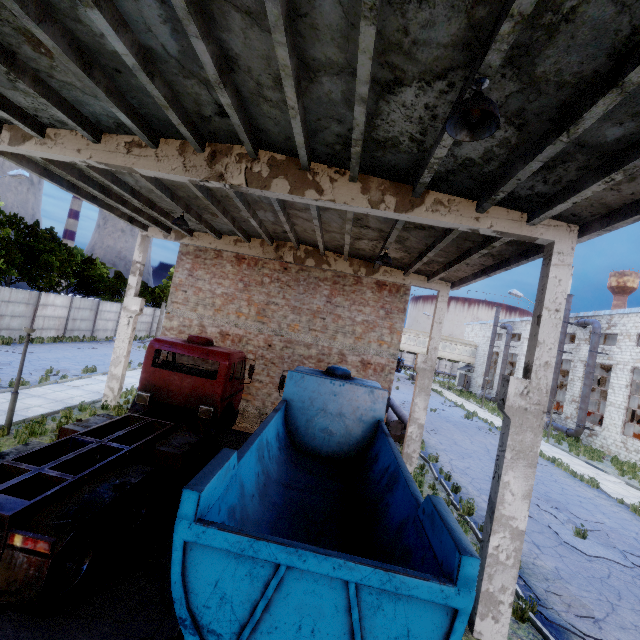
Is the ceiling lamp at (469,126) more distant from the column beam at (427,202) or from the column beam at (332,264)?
the column beam at (332,264)

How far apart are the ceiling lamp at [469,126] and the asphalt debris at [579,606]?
9.2m

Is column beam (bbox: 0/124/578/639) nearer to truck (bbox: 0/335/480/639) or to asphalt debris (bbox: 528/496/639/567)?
truck (bbox: 0/335/480/639)

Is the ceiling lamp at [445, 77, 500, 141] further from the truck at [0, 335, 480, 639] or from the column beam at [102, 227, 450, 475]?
the column beam at [102, 227, 450, 475]

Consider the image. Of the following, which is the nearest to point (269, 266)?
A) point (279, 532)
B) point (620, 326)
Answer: point (279, 532)

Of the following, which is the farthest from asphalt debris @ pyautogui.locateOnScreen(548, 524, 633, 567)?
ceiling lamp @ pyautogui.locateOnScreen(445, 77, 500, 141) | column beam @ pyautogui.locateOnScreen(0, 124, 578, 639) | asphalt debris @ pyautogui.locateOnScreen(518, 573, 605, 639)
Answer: ceiling lamp @ pyautogui.locateOnScreen(445, 77, 500, 141)

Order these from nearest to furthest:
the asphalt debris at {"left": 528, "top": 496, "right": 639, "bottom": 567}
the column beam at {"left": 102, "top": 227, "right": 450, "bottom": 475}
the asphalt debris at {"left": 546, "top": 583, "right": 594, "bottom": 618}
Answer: the asphalt debris at {"left": 546, "top": 583, "right": 594, "bottom": 618}
the asphalt debris at {"left": 528, "top": 496, "right": 639, "bottom": 567}
the column beam at {"left": 102, "top": 227, "right": 450, "bottom": 475}

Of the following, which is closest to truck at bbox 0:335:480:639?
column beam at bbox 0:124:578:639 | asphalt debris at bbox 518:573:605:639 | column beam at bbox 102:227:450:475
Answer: column beam at bbox 0:124:578:639
